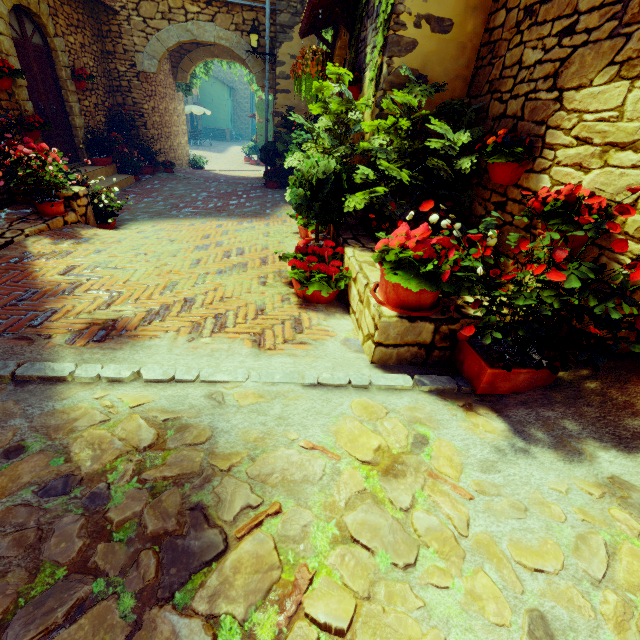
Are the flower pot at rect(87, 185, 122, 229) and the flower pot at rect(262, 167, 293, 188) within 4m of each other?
no

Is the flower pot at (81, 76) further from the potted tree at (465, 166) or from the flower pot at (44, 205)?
the potted tree at (465, 166)

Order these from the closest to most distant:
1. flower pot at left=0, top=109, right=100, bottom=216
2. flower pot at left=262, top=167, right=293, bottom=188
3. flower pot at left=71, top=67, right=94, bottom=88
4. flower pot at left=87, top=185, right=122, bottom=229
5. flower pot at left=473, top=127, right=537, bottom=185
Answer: flower pot at left=473, top=127, right=537, bottom=185 → flower pot at left=0, top=109, right=100, bottom=216 → flower pot at left=87, top=185, right=122, bottom=229 → flower pot at left=71, top=67, right=94, bottom=88 → flower pot at left=262, top=167, right=293, bottom=188

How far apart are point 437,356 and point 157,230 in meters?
4.9

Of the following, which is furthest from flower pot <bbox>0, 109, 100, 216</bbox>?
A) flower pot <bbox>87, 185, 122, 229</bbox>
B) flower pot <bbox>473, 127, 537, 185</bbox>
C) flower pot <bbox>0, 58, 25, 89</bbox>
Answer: flower pot <bbox>473, 127, 537, 185</bbox>

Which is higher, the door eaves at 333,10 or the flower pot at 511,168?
the door eaves at 333,10

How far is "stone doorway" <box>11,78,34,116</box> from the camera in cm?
588

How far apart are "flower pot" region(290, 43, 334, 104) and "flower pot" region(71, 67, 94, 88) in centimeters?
627cm
